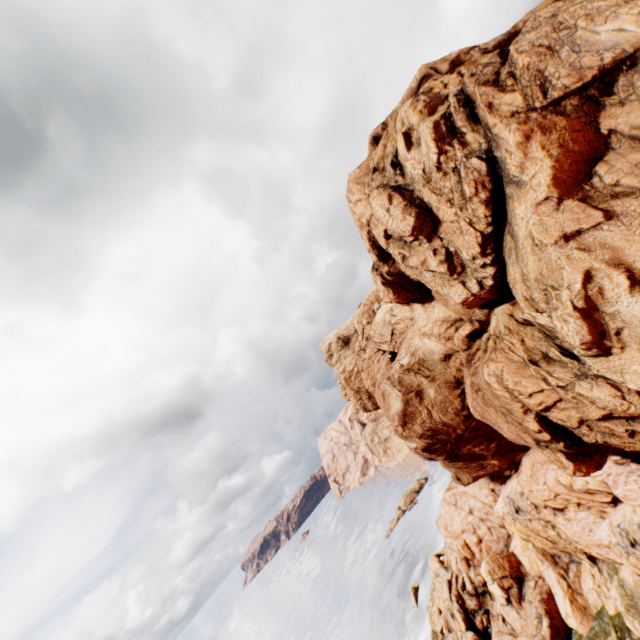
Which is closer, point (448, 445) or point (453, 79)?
point (453, 79)
